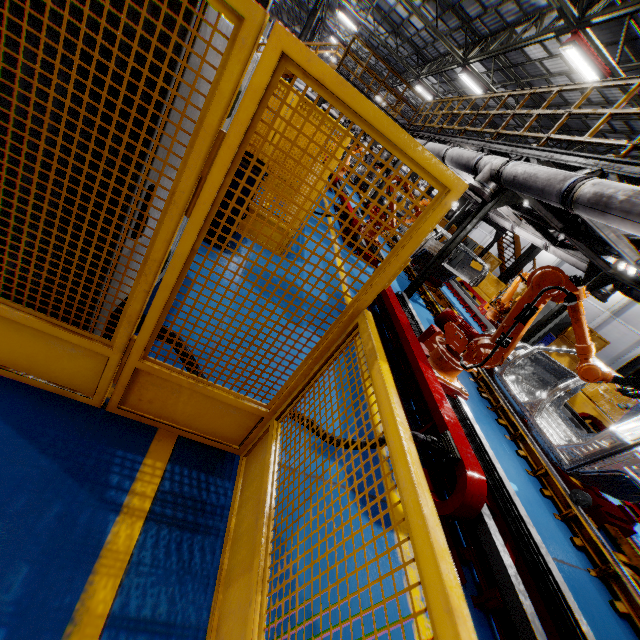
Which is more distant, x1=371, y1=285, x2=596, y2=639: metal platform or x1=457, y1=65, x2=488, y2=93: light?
x1=457, y1=65, x2=488, y2=93: light

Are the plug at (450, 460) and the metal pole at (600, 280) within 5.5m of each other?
no

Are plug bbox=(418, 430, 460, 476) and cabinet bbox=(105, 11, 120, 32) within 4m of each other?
yes

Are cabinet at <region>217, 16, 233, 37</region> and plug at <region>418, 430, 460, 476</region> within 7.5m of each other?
yes

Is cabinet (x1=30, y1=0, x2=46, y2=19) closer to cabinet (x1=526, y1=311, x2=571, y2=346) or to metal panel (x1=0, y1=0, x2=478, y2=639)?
metal panel (x1=0, y1=0, x2=478, y2=639)

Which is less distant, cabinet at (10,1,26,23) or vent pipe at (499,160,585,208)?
cabinet at (10,1,26,23)

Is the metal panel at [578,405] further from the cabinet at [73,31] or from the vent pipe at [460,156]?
the vent pipe at [460,156]

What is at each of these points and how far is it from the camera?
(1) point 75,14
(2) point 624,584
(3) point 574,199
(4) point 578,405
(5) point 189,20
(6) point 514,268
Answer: (1) cabinet, 1.1 meters
(2) platform, 3.7 meters
(3) vent pipe, 4.6 meters
(4) metal panel, 10.5 meters
(5) cabinet, 1.2 meters
(6) metal pole, 16.8 meters
